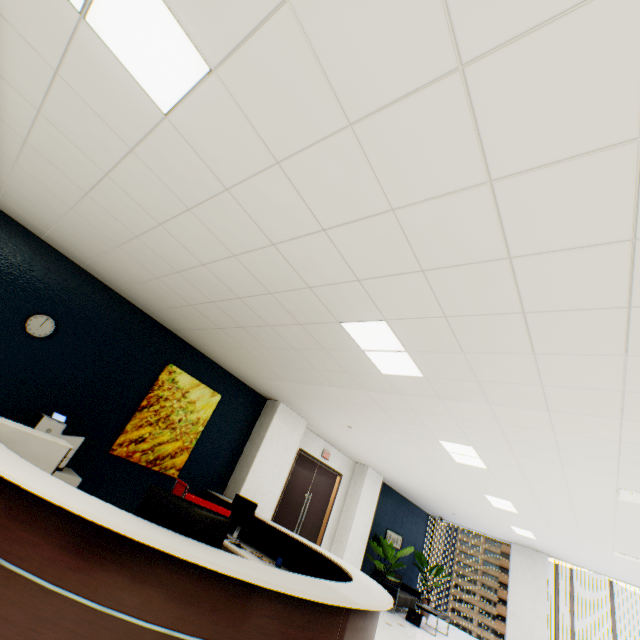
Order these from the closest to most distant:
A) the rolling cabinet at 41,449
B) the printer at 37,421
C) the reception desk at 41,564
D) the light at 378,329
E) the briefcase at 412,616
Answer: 1. the reception desk at 41,564
2. the rolling cabinet at 41,449
3. the light at 378,329
4. the printer at 37,421
5. the briefcase at 412,616

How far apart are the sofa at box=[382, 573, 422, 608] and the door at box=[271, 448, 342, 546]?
2.96m

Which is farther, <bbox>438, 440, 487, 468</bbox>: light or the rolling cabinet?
<bbox>438, 440, 487, 468</bbox>: light

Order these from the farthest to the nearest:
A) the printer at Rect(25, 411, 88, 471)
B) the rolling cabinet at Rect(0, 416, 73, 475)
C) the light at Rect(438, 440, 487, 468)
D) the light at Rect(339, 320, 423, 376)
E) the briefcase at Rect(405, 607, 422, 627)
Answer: the briefcase at Rect(405, 607, 422, 627) < the light at Rect(438, 440, 487, 468) < the printer at Rect(25, 411, 88, 471) < the light at Rect(339, 320, 423, 376) < the rolling cabinet at Rect(0, 416, 73, 475)

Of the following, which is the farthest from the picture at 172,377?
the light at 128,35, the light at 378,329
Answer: the light at 128,35

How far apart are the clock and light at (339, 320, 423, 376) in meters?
3.8

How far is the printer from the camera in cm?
360

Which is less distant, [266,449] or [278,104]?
[278,104]
